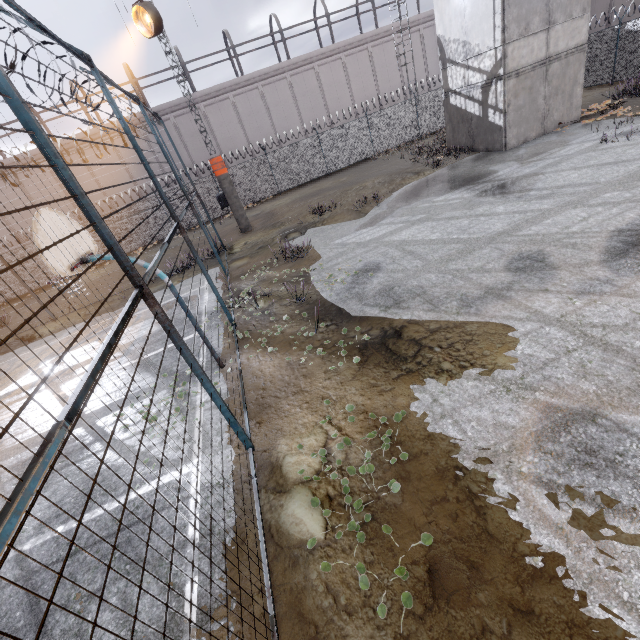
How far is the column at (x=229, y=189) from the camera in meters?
15.3 m

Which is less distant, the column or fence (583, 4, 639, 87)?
the column

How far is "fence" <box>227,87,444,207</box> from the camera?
22.77m

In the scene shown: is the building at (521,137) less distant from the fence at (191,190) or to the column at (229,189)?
the fence at (191,190)

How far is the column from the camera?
15.3m

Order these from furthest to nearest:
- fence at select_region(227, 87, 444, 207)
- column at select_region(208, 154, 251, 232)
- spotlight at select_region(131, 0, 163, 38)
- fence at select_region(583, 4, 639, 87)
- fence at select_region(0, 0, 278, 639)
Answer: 1. fence at select_region(227, 87, 444, 207)
2. fence at select_region(583, 4, 639, 87)
3. column at select_region(208, 154, 251, 232)
4. spotlight at select_region(131, 0, 163, 38)
5. fence at select_region(0, 0, 278, 639)

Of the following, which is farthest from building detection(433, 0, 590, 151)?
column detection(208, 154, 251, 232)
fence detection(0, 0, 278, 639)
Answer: column detection(208, 154, 251, 232)

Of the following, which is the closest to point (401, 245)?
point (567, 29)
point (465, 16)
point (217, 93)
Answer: point (465, 16)
